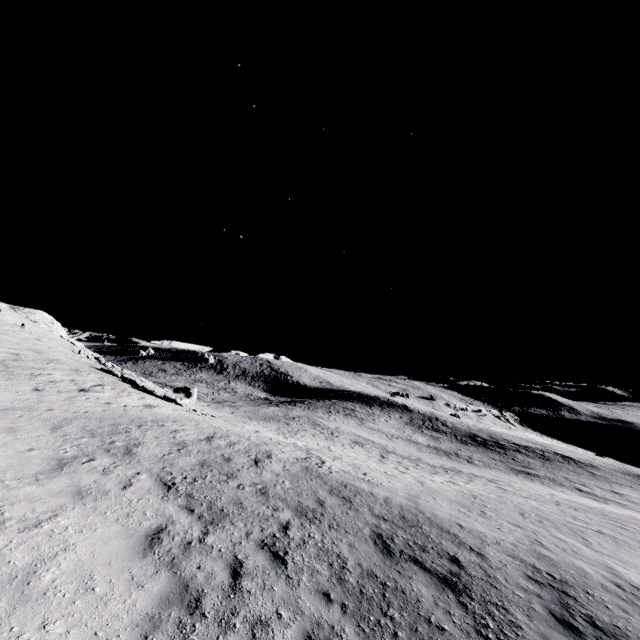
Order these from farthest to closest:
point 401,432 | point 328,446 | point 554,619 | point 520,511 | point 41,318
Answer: point 401,432, point 41,318, point 328,446, point 520,511, point 554,619
